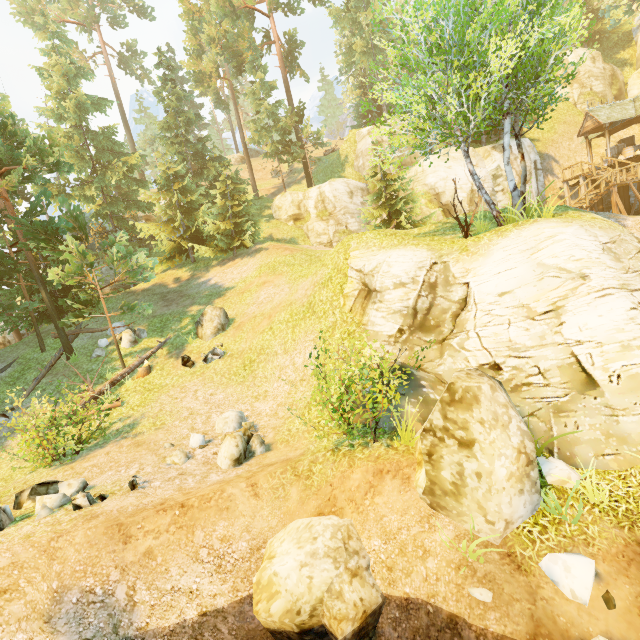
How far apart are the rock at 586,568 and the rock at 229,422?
6.57m

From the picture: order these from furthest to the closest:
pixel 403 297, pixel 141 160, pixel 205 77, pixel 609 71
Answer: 1. pixel 205 77
2. pixel 609 71
3. pixel 141 160
4. pixel 403 297

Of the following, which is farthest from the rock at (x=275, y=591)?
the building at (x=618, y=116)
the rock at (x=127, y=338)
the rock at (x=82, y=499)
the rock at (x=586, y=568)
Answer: the building at (x=618, y=116)

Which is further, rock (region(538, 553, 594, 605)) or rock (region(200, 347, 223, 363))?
rock (region(200, 347, 223, 363))

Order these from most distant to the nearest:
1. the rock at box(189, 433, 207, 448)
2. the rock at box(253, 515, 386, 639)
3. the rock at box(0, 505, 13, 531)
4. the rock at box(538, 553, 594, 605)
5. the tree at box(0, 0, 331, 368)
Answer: the tree at box(0, 0, 331, 368) < the rock at box(189, 433, 207, 448) < the rock at box(0, 505, 13, 531) < the rock at box(253, 515, 386, 639) < the rock at box(538, 553, 594, 605)

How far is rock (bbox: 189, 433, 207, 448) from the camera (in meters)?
9.87

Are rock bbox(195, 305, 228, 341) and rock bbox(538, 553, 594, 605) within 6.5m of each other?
no

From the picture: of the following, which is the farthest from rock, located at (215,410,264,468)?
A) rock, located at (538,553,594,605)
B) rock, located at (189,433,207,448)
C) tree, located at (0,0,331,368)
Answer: tree, located at (0,0,331,368)
